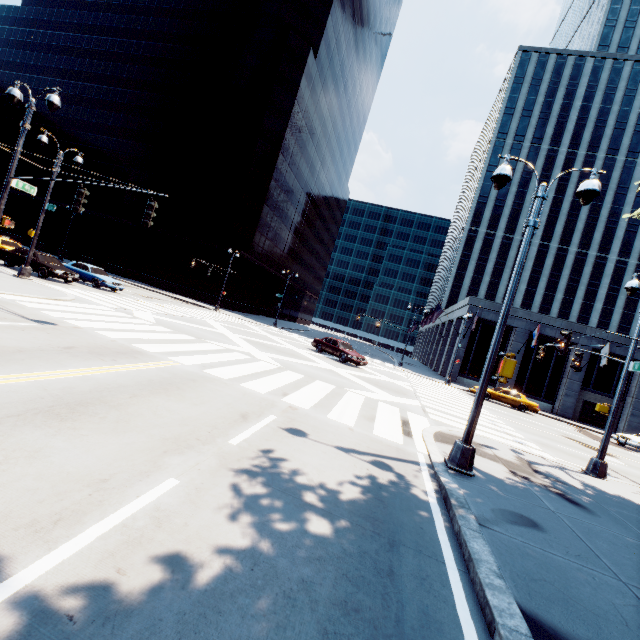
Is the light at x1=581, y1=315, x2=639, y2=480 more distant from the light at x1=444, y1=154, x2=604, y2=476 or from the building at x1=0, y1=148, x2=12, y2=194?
the building at x1=0, y1=148, x2=12, y2=194

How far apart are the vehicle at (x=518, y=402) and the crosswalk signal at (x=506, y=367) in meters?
26.6 m

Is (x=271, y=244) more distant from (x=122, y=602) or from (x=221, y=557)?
(x=122, y=602)

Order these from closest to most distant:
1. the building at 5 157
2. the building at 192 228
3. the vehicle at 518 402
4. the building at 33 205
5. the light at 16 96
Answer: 1. the light at 16 96
2. the vehicle at 518 402
3. the building at 192 228
4. the building at 33 205
5. the building at 5 157

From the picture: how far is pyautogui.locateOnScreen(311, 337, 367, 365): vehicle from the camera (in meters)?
22.67

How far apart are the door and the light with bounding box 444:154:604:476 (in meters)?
35.70

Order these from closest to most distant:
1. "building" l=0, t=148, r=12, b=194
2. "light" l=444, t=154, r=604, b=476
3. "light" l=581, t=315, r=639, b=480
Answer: "light" l=444, t=154, r=604, b=476, "light" l=581, t=315, r=639, b=480, "building" l=0, t=148, r=12, b=194

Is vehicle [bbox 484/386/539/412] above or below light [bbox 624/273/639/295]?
below
